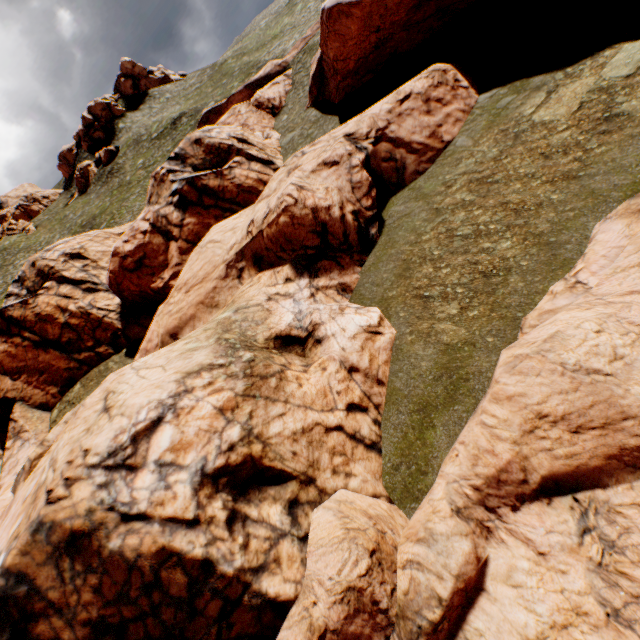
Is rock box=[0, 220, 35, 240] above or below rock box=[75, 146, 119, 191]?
above

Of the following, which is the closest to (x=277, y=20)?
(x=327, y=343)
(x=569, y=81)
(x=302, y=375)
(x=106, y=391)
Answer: (x=569, y=81)

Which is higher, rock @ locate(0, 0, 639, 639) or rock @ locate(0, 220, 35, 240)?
rock @ locate(0, 220, 35, 240)

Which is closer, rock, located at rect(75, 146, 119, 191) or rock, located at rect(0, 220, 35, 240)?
rock, located at rect(75, 146, 119, 191)

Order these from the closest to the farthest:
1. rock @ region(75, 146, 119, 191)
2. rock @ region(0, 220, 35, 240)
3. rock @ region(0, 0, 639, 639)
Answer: rock @ region(0, 0, 639, 639) < rock @ region(75, 146, 119, 191) < rock @ region(0, 220, 35, 240)

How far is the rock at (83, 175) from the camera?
55.5m

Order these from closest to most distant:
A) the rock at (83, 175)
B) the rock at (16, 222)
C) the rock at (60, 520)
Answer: the rock at (60, 520), the rock at (83, 175), the rock at (16, 222)

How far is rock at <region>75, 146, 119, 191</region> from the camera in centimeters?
5553cm
